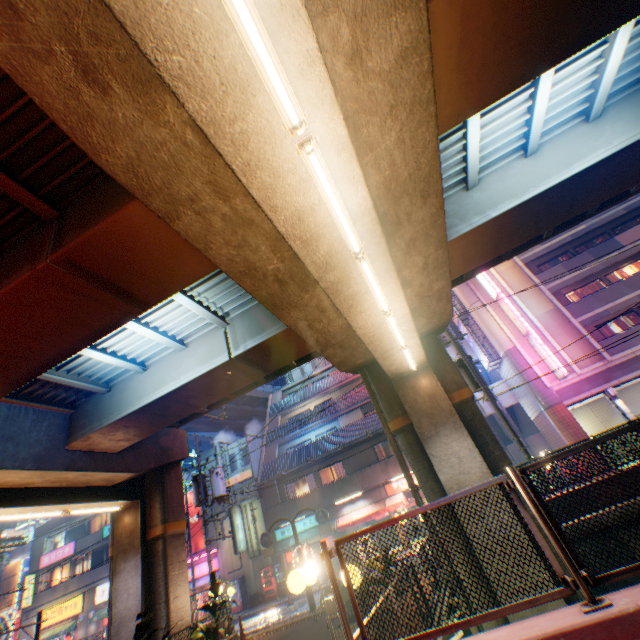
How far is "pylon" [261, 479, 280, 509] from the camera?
24.7m

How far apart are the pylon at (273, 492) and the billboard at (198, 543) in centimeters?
819cm

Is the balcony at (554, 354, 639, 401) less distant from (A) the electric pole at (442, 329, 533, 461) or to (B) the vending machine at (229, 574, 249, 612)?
(A) the electric pole at (442, 329, 533, 461)

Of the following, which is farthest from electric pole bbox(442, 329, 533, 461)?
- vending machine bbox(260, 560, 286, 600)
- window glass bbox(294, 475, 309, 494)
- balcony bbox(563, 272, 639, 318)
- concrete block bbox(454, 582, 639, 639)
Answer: vending machine bbox(260, 560, 286, 600)

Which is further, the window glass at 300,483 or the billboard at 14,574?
the billboard at 14,574

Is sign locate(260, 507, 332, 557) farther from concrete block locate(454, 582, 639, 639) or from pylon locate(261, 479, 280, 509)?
concrete block locate(454, 582, 639, 639)

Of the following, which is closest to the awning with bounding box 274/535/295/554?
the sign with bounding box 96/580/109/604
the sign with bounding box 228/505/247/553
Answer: the sign with bounding box 228/505/247/553

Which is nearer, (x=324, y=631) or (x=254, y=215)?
(x=254, y=215)
